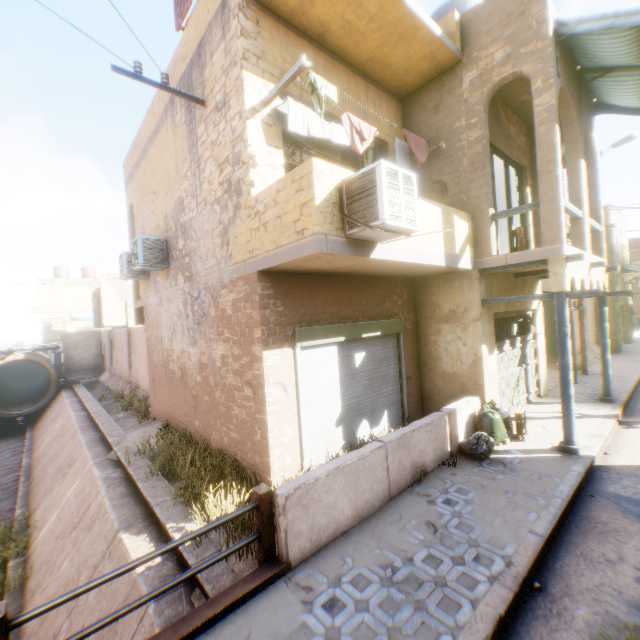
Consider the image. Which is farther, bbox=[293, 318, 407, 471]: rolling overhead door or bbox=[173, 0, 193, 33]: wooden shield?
bbox=[173, 0, 193, 33]: wooden shield

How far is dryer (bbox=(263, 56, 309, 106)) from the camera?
4.88m

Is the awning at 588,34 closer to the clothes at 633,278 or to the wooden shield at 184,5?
the clothes at 633,278

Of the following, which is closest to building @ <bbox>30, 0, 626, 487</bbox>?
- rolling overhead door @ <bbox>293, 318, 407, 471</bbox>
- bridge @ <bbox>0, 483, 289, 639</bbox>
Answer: rolling overhead door @ <bbox>293, 318, 407, 471</bbox>

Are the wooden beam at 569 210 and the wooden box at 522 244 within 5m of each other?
yes

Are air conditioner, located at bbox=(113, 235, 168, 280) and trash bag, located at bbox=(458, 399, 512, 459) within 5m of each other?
no

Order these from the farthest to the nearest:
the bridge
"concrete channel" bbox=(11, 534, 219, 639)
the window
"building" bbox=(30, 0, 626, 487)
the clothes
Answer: the clothes < the window < "building" bbox=(30, 0, 626, 487) < "concrete channel" bbox=(11, 534, 219, 639) < the bridge

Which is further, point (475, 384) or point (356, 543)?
point (475, 384)
